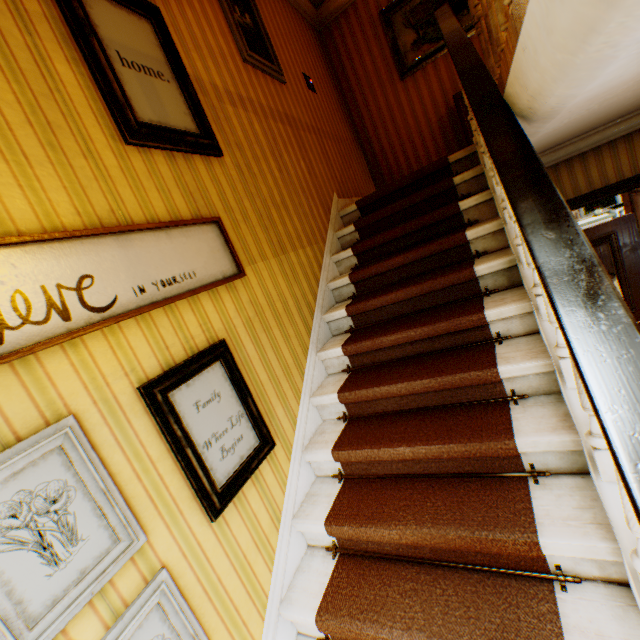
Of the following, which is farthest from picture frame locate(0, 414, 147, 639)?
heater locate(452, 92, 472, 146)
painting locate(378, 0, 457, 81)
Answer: painting locate(378, 0, 457, 81)

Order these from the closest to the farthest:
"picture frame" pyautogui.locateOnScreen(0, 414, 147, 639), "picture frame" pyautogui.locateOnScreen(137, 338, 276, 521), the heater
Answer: "picture frame" pyautogui.locateOnScreen(0, 414, 147, 639), "picture frame" pyautogui.locateOnScreen(137, 338, 276, 521), the heater

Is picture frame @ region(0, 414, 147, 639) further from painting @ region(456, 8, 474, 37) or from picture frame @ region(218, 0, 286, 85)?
painting @ region(456, 8, 474, 37)

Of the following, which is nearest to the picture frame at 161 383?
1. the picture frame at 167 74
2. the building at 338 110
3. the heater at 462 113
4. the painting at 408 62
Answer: the building at 338 110

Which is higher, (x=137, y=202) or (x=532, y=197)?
Answer: (x=137, y=202)

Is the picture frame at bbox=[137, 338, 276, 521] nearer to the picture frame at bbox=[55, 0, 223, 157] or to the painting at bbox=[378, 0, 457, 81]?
the picture frame at bbox=[55, 0, 223, 157]

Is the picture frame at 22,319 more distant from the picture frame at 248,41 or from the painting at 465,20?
the painting at 465,20

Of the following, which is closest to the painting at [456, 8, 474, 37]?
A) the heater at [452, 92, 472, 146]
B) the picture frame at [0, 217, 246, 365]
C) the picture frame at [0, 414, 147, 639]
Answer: the heater at [452, 92, 472, 146]
